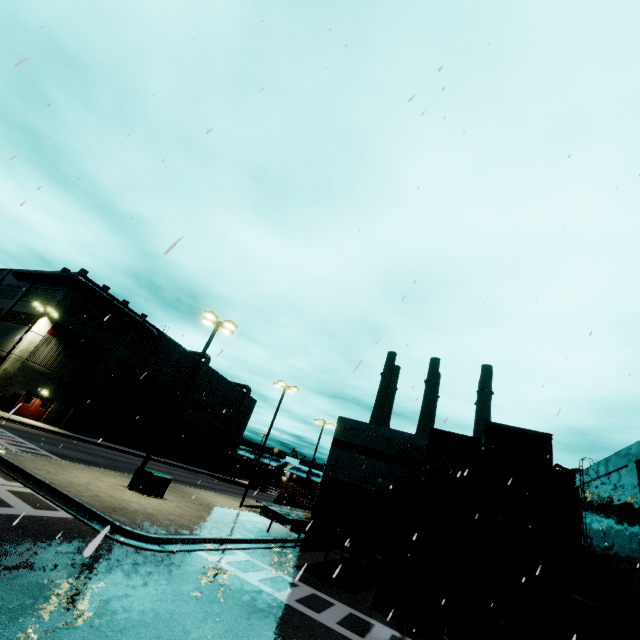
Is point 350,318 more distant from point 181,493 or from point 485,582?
point 181,493

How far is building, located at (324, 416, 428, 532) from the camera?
31.1m

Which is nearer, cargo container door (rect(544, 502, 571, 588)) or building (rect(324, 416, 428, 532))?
cargo container door (rect(544, 502, 571, 588))

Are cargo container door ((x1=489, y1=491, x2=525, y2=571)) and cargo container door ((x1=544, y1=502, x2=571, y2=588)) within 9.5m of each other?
yes

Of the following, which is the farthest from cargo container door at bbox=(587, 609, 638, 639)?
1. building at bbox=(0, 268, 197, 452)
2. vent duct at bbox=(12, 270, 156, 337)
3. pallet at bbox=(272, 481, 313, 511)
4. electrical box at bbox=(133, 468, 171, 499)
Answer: vent duct at bbox=(12, 270, 156, 337)

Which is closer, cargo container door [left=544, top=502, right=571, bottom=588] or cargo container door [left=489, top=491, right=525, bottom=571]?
cargo container door [left=544, top=502, right=571, bottom=588]

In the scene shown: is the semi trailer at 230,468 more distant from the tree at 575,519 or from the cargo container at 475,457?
the tree at 575,519

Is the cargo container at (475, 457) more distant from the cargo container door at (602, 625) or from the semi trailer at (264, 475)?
the semi trailer at (264, 475)
